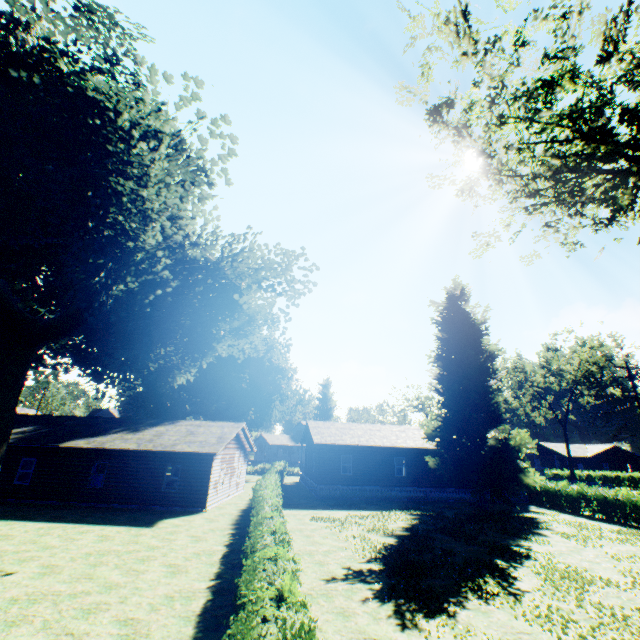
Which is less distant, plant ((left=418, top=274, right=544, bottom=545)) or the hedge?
the hedge

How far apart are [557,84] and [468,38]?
3.54m

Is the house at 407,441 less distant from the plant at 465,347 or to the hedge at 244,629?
the plant at 465,347

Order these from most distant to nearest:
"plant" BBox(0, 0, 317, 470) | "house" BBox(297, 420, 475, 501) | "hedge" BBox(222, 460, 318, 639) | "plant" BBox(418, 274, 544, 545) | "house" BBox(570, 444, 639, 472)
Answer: "house" BBox(570, 444, 639, 472) → "house" BBox(297, 420, 475, 501) → "plant" BBox(418, 274, 544, 545) → "plant" BBox(0, 0, 317, 470) → "hedge" BBox(222, 460, 318, 639)

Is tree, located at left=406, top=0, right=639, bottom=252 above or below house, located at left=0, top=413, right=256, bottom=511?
above

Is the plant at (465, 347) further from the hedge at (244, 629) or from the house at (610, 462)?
the house at (610, 462)

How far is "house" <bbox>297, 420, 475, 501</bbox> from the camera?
28.2m

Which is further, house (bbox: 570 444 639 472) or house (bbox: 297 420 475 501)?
house (bbox: 570 444 639 472)
